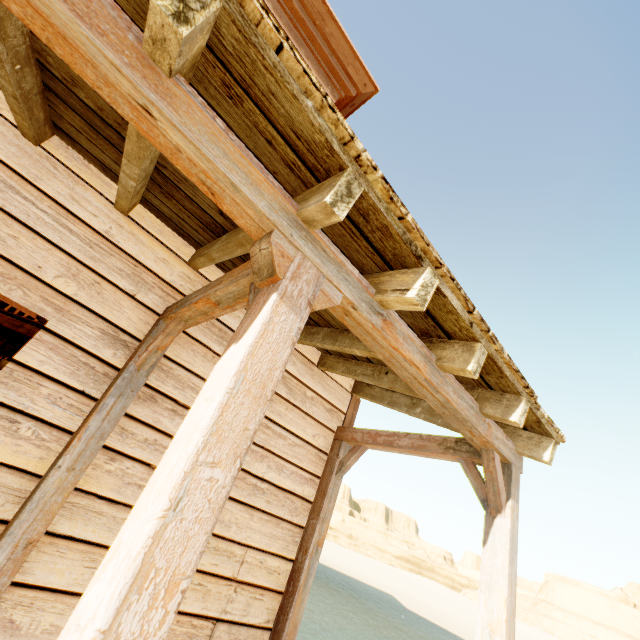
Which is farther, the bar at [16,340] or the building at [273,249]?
the bar at [16,340]

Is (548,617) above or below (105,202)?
below

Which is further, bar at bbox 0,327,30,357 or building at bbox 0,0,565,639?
bar at bbox 0,327,30,357
